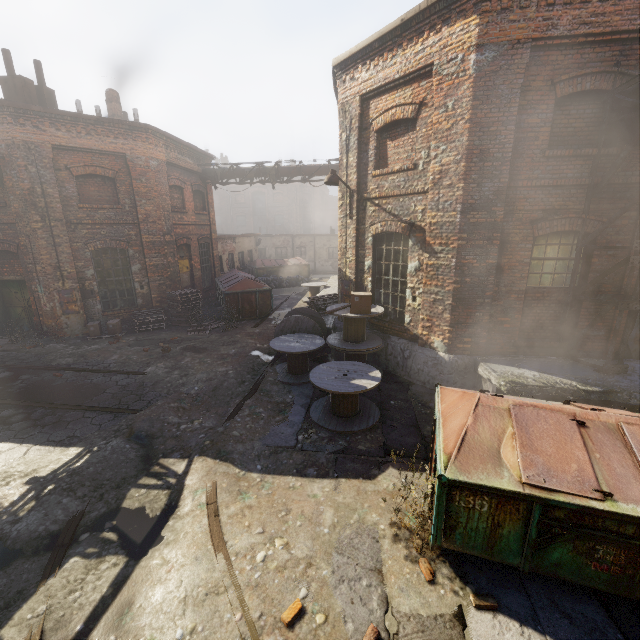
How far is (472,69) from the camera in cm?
634

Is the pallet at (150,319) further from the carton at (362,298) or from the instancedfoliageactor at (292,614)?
the instancedfoliageactor at (292,614)

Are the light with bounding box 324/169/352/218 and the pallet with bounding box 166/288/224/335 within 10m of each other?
yes

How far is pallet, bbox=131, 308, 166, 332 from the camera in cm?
1310

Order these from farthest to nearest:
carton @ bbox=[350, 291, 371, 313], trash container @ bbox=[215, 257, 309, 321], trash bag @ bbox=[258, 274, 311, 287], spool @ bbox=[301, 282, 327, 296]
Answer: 1. trash bag @ bbox=[258, 274, 311, 287]
2. spool @ bbox=[301, 282, 327, 296]
3. trash container @ bbox=[215, 257, 309, 321]
4. carton @ bbox=[350, 291, 371, 313]

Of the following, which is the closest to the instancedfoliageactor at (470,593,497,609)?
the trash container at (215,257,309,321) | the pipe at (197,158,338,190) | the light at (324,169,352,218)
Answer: the light at (324,169,352,218)

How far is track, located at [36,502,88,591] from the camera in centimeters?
379cm

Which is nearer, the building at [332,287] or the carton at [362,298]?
the carton at [362,298]
